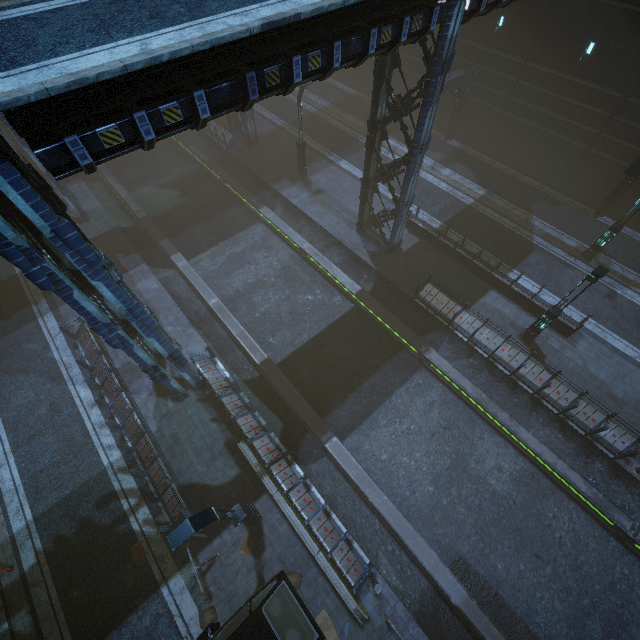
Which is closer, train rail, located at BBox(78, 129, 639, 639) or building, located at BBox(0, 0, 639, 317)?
building, located at BBox(0, 0, 639, 317)

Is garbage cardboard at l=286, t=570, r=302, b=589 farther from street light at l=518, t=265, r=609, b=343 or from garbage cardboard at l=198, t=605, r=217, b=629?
street light at l=518, t=265, r=609, b=343

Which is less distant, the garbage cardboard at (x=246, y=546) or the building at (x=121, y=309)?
the building at (x=121, y=309)

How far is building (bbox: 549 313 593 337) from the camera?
15.5 meters

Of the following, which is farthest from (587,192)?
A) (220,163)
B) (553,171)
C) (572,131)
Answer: (220,163)

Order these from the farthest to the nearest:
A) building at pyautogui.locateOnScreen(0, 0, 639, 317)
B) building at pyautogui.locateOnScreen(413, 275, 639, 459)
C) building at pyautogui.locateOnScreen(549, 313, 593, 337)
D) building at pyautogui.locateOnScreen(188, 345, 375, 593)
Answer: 1. building at pyautogui.locateOnScreen(549, 313, 593, 337)
2. building at pyautogui.locateOnScreen(413, 275, 639, 459)
3. building at pyautogui.locateOnScreen(188, 345, 375, 593)
4. building at pyautogui.locateOnScreen(0, 0, 639, 317)

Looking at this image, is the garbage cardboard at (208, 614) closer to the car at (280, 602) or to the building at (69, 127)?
the car at (280, 602)

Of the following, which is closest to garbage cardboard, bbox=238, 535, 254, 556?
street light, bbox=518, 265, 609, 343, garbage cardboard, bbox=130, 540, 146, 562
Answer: garbage cardboard, bbox=130, 540, 146, 562
